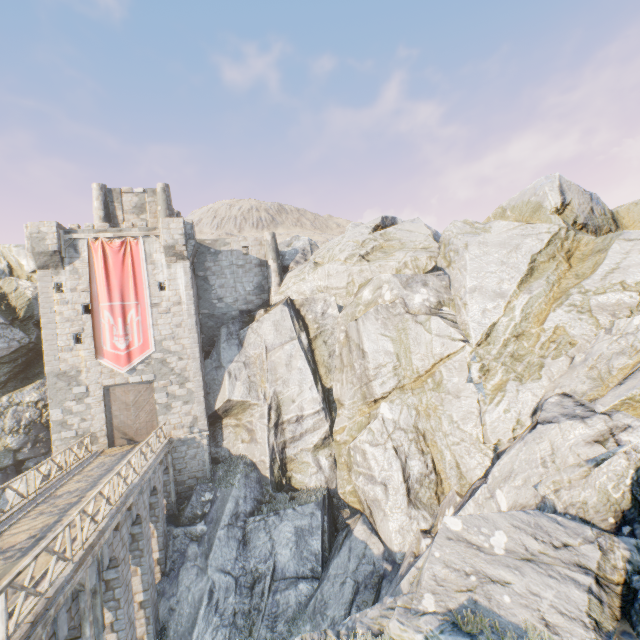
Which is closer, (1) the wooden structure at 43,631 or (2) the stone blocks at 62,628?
(1) the wooden structure at 43,631

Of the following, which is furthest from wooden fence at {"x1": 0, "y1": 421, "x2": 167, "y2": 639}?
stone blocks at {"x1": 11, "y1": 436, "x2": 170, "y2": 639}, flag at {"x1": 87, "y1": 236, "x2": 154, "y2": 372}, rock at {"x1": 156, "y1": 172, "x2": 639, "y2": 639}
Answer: flag at {"x1": 87, "y1": 236, "x2": 154, "y2": 372}

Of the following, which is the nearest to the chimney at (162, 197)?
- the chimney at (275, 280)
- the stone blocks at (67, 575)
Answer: the chimney at (275, 280)

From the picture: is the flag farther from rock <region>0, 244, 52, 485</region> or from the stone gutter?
the stone gutter

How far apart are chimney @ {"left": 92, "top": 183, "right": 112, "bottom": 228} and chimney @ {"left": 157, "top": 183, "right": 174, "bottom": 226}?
3.2m

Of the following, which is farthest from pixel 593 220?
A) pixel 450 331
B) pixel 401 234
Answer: pixel 401 234

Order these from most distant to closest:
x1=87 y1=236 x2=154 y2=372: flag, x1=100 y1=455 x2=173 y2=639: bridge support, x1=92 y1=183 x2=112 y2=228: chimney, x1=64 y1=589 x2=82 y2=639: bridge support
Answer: x1=92 y1=183 x2=112 y2=228: chimney
x1=87 y1=236 x2=154 y2=372: flag
x1=100 y1=455 x2=173 y2=639: bridge support
x1=64 y1=589 x2=82 y2=639: bridge support

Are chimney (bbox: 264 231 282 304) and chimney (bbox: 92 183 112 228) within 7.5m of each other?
no
